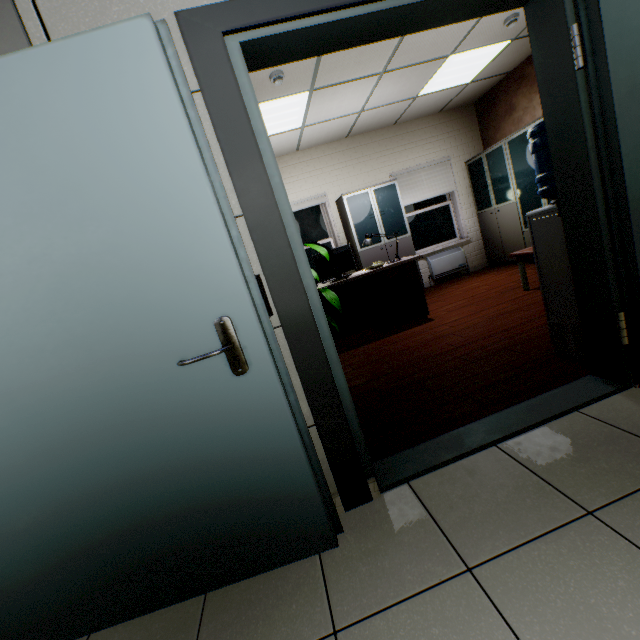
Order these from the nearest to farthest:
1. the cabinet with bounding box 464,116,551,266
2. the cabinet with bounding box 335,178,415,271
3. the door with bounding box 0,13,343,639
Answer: the door with bounding box 0,13,343,639
the cabinet with bounding box 464,116,551,266
the cabinet with bounding box 335,178,415,271

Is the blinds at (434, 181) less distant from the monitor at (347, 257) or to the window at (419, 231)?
the window at (419, 231)

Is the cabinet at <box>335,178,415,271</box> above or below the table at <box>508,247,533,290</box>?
above

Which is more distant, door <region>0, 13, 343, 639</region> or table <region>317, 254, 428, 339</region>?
table <region>317, 254, 428, 339</region>

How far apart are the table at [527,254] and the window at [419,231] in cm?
272

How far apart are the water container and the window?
4.6 meters

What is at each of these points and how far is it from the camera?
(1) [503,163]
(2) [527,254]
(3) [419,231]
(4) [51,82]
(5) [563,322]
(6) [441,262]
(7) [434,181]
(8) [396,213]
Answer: (1) cabinet, 5.64m
(2) table, 3.90m
(3) window, 6.80m
(4) door, 1.01m
(5) water container, 2.20m
(6) radiator, 6.69m
(7) blinds, 6.54m
(8) cabinet, 5.98m

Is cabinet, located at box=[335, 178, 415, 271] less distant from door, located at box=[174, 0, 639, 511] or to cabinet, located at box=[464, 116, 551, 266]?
cabinet, located at box=[464, 116, 551, 266]
